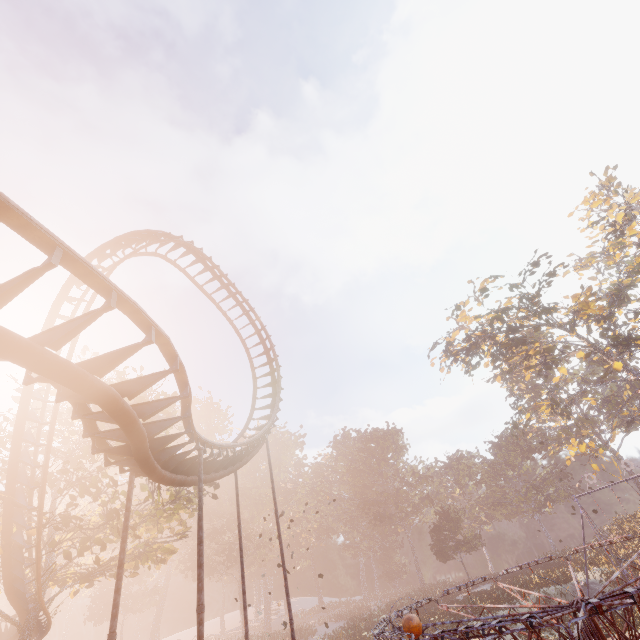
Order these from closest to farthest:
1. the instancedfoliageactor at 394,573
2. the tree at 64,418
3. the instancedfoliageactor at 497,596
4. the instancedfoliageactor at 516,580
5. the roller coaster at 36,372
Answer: the roller coaster at 36,372, the tree at 64,418, the instancedfoliageactor at 497,596, the instancedfoliageactor at 516,580, the instancedfoliageactor at 394,573

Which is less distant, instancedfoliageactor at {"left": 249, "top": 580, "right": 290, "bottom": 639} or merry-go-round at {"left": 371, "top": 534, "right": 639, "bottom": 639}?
merry-go-round at {"left": 371, "top": 534, "right": 639, "bottom": 639}

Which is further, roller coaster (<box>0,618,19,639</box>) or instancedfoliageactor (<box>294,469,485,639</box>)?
instancedfoliageactor (<box>294,469,485,639</box>)

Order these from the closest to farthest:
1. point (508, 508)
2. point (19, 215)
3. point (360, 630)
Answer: point (19, 215), point (360, 630), point (508, 508)

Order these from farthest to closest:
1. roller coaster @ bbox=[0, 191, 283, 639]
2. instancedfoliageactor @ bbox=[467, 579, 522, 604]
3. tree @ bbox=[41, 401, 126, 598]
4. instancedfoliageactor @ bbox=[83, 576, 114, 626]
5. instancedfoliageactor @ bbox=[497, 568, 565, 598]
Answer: instancedfoliageactor @ bbox=[83, 576, 114, 626], instancedfoliageactor @ bbox=[497, 568, 565, 598], instancedfoliageactor @ bbox=[467, 579, 522, 604], tree @ bbox=[41, 401, 126, 598], roller coaster @ bbox=[0, 191, 283, 639]

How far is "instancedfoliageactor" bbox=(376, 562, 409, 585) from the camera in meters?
57.6 m

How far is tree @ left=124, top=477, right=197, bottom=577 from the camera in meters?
19.1 m

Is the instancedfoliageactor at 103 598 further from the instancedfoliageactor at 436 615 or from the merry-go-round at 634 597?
the merry-go-round at 634 597
